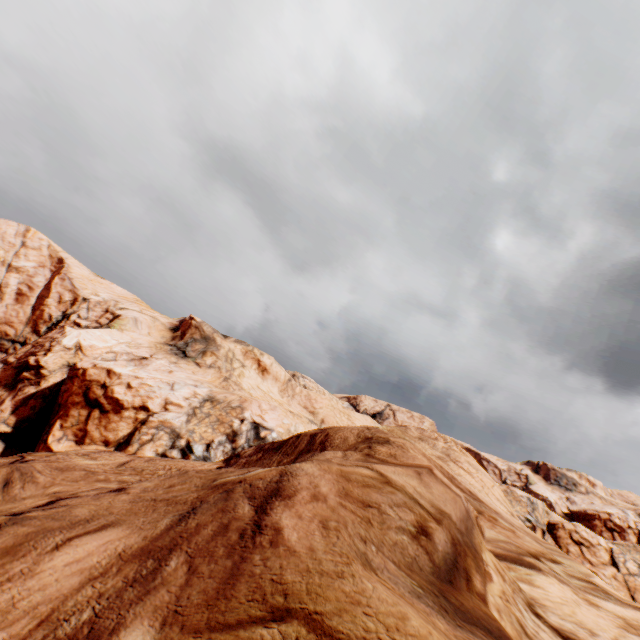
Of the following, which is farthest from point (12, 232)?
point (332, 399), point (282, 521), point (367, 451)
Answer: point (282, 521)
